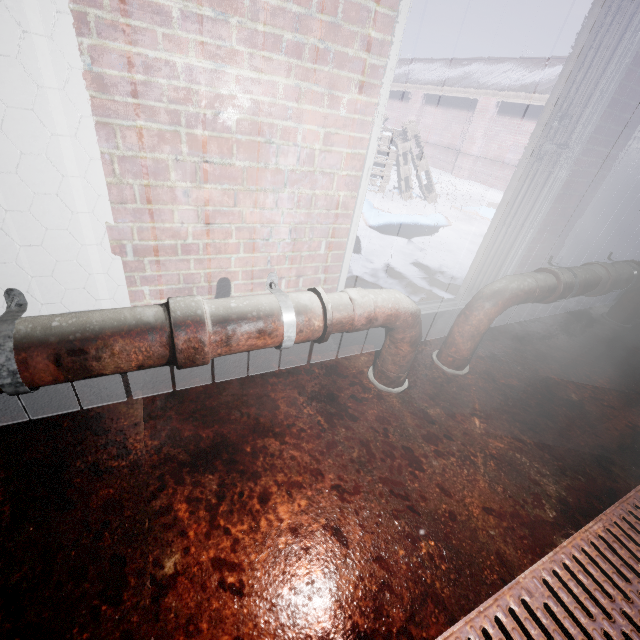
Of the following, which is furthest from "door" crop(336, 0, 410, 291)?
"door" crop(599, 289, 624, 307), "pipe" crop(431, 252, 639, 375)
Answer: "door" crop(599, 289, 624, 307)

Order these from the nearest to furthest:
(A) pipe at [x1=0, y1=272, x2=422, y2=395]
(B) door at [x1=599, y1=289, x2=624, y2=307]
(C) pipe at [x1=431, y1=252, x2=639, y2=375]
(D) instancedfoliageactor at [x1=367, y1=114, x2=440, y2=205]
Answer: (A) pipe at [x1=0, y1=272, x2=422, y2=395] → (C) pipe at [x1=431, y1=252, x2=639, y2=375] → (B) door at [x1=599, y1=289, x2=624, y2=307] → (D) instancedfoliageactor at [x1=367, y1=114, x2=440, y2=205]

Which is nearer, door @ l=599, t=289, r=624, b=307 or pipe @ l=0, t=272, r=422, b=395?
pipe @ l=0, t=272, r=422, b=395

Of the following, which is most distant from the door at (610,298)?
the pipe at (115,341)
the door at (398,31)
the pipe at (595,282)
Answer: the pipe at (115,341)

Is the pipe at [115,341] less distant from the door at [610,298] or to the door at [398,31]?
the door at [398,31]

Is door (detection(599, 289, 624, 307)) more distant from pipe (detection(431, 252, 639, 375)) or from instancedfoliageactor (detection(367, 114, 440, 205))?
instancedfoliageactor (detection(367, 114, 440, 205))

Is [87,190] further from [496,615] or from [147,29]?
[496,615]

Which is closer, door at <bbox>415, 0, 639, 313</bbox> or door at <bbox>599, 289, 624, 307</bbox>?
door at <bbox>415, 0, 639, 313</bbox>
